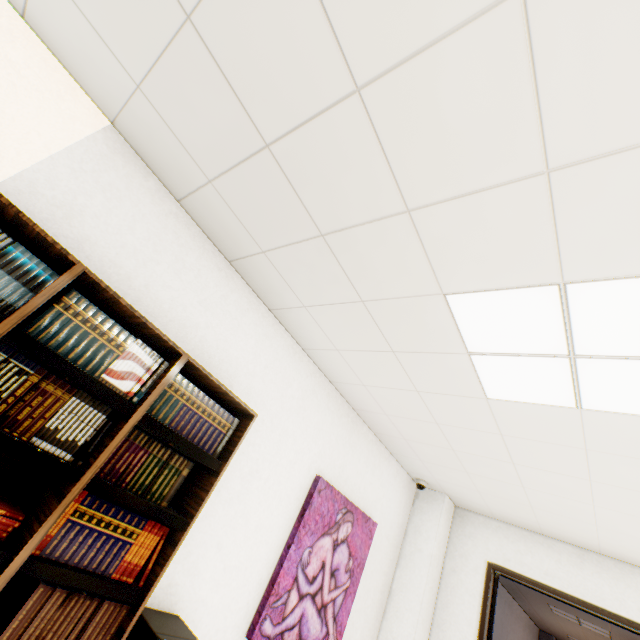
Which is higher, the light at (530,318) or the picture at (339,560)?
the light at (530,318)

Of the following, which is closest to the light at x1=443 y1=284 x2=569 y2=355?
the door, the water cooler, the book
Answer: the book

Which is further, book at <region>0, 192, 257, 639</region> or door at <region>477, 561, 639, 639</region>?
door at <region>477, 561, 639, 639</region>

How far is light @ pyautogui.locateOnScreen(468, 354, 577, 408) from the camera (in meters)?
1.72

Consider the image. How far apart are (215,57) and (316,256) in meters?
1.0 m

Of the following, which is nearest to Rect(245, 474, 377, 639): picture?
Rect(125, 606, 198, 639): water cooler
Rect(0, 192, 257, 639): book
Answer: Rect(125, 606, 198, 639): water cooler

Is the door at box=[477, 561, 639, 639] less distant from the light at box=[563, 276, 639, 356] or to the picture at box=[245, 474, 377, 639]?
the picture at box=[245, 474, 377, 639]

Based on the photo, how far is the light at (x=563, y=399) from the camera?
1.72m
